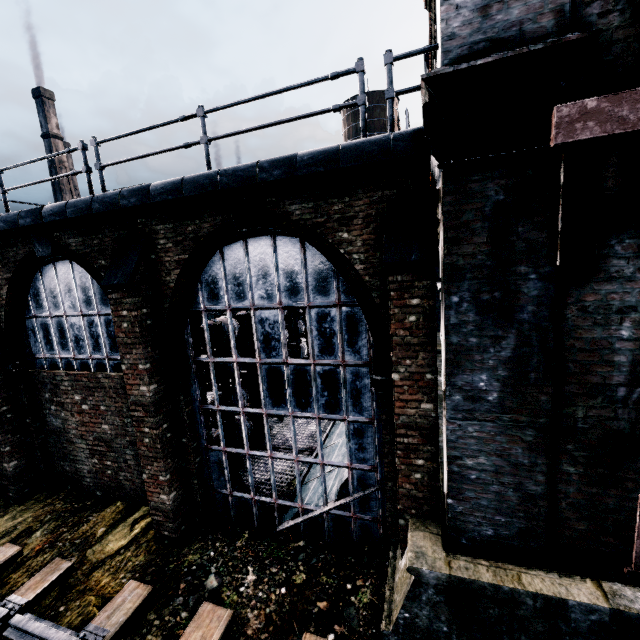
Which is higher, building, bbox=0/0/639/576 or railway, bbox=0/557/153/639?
building, bbox=0/0/639/576

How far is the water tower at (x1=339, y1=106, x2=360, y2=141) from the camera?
37.1m

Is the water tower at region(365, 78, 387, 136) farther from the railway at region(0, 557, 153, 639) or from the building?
the railway at region(0, 557, 153, 639)

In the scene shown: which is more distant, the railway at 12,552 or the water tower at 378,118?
the water tower at 378,118

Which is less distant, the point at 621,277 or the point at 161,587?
the point at 621,277

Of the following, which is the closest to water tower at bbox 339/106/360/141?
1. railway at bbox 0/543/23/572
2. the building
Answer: the building

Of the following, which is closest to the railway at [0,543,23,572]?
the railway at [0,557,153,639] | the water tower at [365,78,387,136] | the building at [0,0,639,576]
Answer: the railway at [0,557,153,639]

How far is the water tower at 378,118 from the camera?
36.22m
